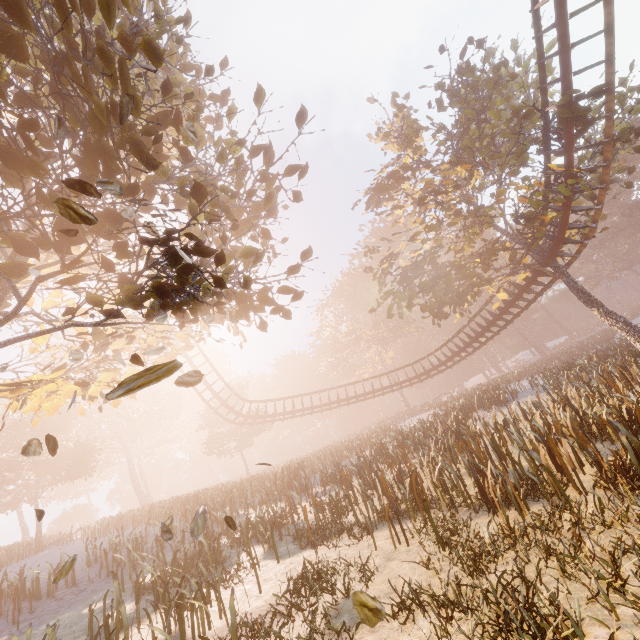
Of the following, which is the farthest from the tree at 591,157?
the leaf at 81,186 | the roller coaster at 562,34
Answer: the leaf at 81,186

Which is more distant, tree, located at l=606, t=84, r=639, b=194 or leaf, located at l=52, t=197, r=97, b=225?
tree, located at l=606, t=84, r=639, b=194

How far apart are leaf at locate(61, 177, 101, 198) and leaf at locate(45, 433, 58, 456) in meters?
2.9

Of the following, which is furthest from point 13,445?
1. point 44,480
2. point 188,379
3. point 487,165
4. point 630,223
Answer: point 630,223

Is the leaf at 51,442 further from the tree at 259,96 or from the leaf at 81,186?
the leaf at 81,186

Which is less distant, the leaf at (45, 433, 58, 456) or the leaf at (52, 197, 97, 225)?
the leaf at (52, 197, 97, 225)

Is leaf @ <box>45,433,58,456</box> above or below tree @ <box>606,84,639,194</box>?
below

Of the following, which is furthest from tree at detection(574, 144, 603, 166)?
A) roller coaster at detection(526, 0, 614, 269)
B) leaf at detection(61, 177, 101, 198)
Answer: leaf at detection(61, 177, 101, 198)
